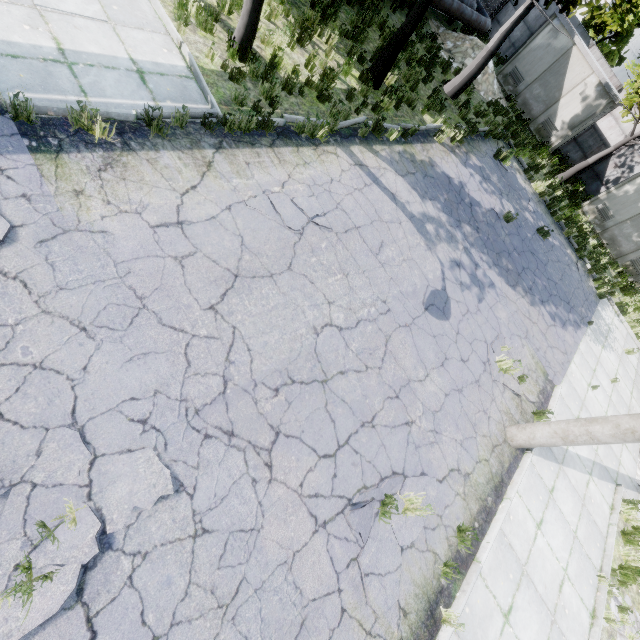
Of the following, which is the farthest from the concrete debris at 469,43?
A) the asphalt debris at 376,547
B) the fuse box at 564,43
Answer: the asphalt debris at 376,547

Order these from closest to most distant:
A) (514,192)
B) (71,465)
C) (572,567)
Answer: (71,465)
(572,567)
(514,192)

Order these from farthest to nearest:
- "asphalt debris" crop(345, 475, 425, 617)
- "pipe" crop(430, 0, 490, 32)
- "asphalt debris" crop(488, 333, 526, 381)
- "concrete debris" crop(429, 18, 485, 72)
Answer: "concrete debris" crop(429, 18, 485, 72), "pipe" crop(430, 0, 490, 32), "asphalt debris" crop(488, 333, 526, 381), "asphalt debris" crop(345, 475, 425, 617)

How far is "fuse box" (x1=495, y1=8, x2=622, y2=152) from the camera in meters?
16.0 m

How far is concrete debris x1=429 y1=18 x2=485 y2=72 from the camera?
15.09m

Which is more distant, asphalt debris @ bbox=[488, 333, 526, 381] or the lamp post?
asphalt debris @ bbox=[488, 333, 526, 381]

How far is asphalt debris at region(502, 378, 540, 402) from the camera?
7.8m

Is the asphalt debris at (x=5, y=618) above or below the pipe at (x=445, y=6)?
below
